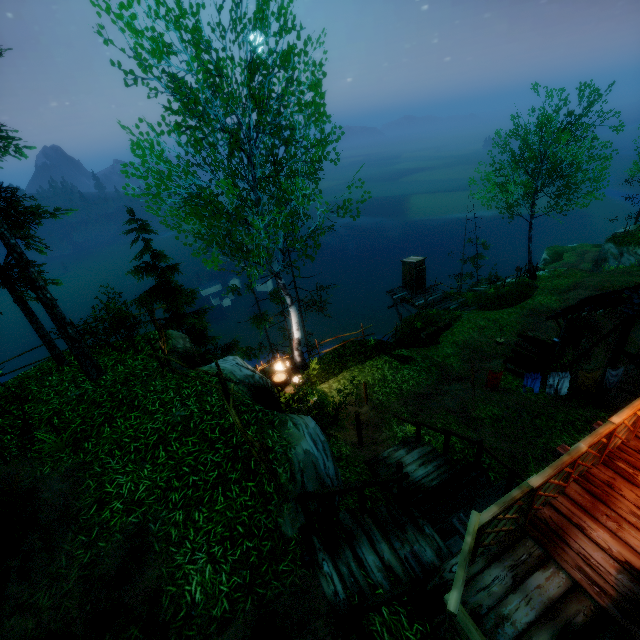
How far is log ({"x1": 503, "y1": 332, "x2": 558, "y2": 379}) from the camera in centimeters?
1377cm

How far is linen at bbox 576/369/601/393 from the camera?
10.3 meters

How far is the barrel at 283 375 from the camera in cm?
1196

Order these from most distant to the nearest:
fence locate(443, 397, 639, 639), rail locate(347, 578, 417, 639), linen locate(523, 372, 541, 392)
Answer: linen locate(523, 372, 541, 392)
rail locate(347, 578, 417, 639)
fence locate(443, 397, 639, 639)

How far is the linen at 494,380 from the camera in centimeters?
1081cm

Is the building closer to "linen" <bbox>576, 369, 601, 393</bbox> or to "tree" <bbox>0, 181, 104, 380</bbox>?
"linen" <bbox>576, 369, 601, 393</bbox>

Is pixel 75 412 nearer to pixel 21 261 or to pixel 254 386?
pixel 21 261

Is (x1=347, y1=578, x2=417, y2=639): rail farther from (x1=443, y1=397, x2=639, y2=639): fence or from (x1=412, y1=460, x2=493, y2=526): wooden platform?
(x1=412, y1=460, x2=493, y2=526): wooden platform
